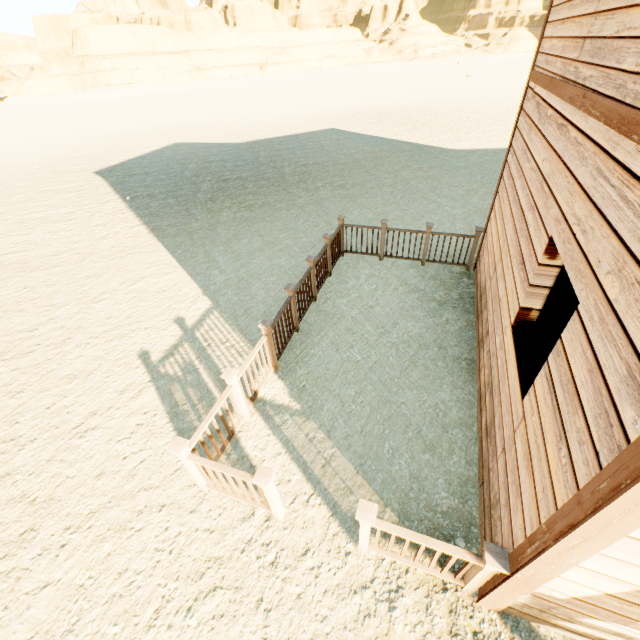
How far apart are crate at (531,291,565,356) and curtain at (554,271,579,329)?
1.45m

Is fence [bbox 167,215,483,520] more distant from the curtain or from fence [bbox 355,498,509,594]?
the curtain

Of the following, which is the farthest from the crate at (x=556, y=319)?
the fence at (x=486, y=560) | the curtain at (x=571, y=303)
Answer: the fence at (x=486, y=560)

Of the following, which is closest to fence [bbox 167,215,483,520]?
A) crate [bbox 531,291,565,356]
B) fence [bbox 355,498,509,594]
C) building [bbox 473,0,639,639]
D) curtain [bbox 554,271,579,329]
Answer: building [bbox 473,0,639,639]

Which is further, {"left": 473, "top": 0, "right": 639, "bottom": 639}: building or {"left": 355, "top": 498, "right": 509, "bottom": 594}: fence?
{"left": 355, "top": 498, "right": 509, "bottom": 594}: fence

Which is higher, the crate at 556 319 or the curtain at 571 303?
the curtain at 571 303

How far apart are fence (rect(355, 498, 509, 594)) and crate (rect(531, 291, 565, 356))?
2.97m

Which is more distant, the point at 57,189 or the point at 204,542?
the point at 57,189
